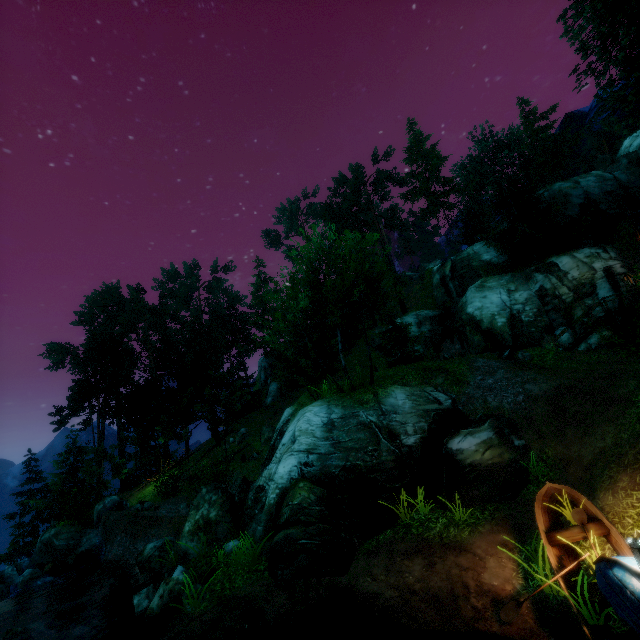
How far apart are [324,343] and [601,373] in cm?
2656

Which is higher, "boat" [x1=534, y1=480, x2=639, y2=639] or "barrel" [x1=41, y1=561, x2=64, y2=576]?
Answer: "boat" [x1=534, y1=480, x2=639, y2=639]

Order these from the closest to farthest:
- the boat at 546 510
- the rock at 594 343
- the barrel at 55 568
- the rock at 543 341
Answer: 1. the boat at 546 510
2. the barrel at 55 568
3. the rock at 594 343
4. the rock at 543 341

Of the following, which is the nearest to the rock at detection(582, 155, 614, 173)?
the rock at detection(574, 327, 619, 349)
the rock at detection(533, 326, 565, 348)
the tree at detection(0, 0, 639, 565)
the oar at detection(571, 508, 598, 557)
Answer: the tree at detection(0, 0, 639, 565)

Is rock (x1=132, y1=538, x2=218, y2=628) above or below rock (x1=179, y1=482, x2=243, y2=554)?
below

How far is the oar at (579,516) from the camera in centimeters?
679cm

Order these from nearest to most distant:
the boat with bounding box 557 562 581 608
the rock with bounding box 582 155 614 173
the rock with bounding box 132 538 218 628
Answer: the boat with bounding box 557 562 581 608 → the rock with bounding box 132 538 218 628 → the rock with bounding box 582 155 614 173

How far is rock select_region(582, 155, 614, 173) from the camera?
44.2 meters
